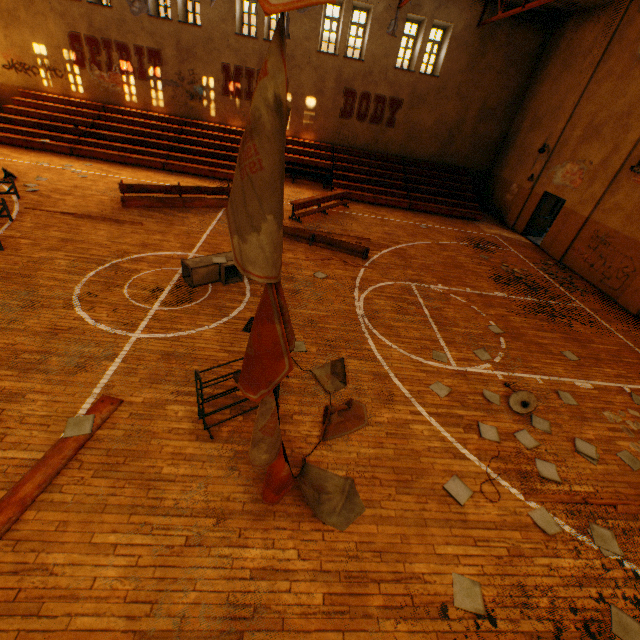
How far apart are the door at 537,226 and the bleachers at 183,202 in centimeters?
1388cm

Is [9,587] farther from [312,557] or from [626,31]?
[626,31]

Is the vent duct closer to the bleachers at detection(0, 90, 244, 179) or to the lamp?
the lamp

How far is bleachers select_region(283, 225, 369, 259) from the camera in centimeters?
1093cm

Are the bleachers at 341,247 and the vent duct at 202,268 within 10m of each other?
yes

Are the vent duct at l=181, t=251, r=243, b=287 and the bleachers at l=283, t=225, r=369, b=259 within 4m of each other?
yes

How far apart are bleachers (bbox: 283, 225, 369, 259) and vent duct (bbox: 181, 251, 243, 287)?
2.36m

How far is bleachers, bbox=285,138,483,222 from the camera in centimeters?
1518cm
